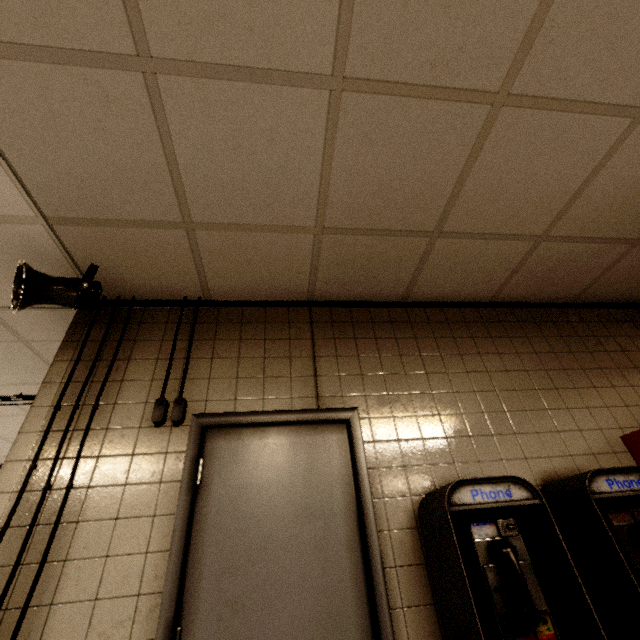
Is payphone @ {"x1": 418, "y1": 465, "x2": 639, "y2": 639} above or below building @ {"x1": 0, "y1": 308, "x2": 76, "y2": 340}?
below

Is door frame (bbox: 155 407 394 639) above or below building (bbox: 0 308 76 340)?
below

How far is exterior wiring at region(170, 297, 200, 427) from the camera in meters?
1.8 m

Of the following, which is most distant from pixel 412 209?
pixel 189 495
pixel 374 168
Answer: pixel 189 495

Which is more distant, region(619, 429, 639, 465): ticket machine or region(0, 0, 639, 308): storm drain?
region(619, 429, 639, 465): ticket machine

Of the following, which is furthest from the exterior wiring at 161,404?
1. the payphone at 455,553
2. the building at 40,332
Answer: the payphone at 455,553

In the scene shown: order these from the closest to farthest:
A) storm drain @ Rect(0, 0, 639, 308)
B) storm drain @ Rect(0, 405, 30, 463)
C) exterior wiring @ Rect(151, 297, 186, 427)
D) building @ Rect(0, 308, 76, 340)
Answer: storm drain @ Rect(0, 0, 639, 308), exterior wiring @ Rect(151, 297, 186, 427), building @ Rect(0, 308, 76, 340), storm drain @ Rect(0, 405, 30, 463)

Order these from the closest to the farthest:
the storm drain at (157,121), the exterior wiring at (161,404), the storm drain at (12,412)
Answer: the storm drain at (157,121) < the exterior wiring at (161,404) < the storm drain at (12,412)
